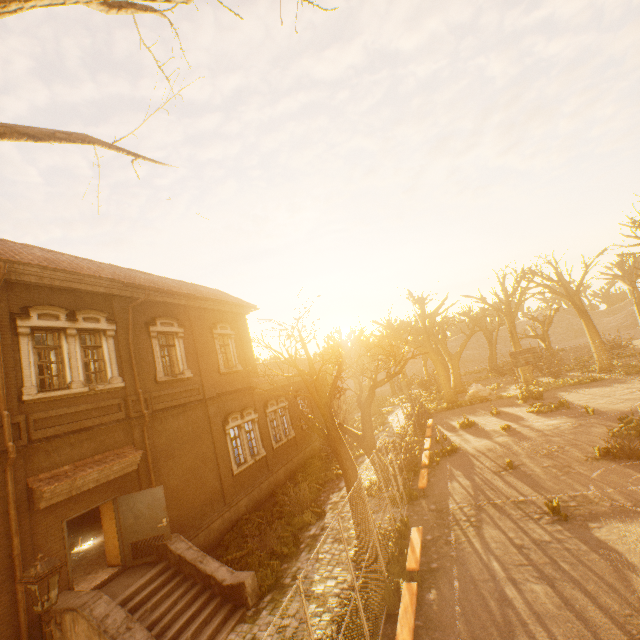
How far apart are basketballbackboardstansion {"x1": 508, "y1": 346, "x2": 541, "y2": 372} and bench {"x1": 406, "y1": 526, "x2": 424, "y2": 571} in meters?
16.2 m

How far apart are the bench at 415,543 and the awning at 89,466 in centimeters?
900cm

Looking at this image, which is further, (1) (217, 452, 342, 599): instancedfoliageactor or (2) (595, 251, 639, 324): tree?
(2) (595, 251, 639, 324): tree

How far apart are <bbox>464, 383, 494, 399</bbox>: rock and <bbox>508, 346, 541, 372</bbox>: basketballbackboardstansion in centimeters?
771cm

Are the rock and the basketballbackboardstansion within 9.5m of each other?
yes

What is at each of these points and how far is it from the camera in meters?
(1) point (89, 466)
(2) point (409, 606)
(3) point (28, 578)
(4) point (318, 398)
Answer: (1) awning, 9.7
(2) bench, 7.1
(3) street light, 5.3
(4) tree, 10.0

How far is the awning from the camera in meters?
8.5

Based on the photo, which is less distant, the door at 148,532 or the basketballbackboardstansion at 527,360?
the door at 148,532
